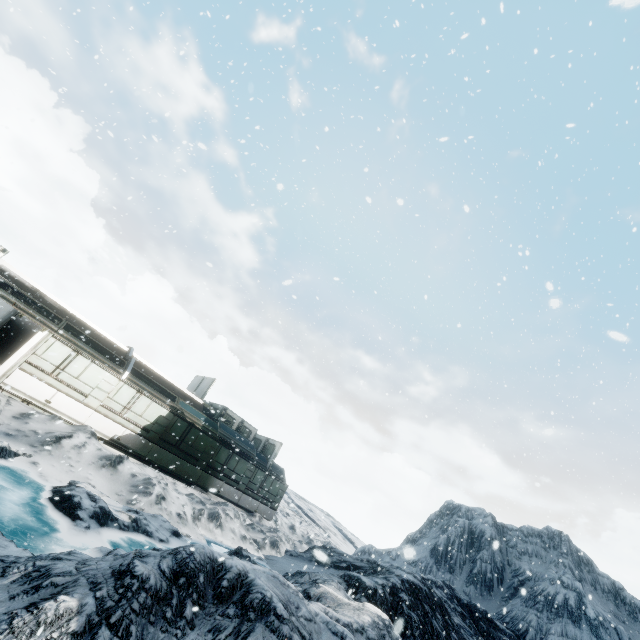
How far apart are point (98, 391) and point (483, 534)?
33.8m
